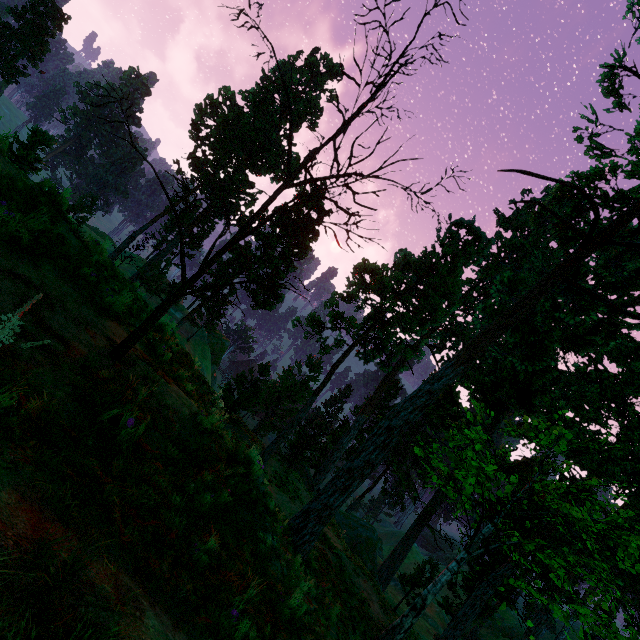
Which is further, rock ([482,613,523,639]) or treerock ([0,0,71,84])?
rock ([482,613,523,639])

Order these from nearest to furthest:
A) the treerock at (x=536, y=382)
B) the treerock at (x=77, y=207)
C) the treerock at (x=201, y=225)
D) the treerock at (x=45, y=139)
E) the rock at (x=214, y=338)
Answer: the treerock at (x=201, y=225)
the treerock at (x=77, y=207)
the treerock at (x=45, y=139)
the treerock at (x=536, y=382)
the rock at (x=214, y=338)

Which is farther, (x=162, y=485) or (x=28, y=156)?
(x=28, y=156)

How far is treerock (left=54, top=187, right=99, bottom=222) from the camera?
6.0 meters

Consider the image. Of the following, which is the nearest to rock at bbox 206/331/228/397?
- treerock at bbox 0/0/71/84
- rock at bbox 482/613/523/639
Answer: treerock at bbox 0/0/71/84

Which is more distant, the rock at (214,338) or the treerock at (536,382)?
the rock at (214,338)
